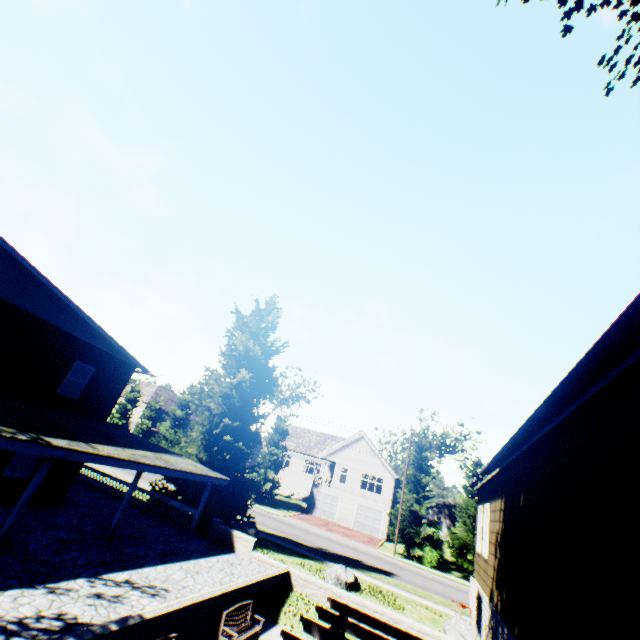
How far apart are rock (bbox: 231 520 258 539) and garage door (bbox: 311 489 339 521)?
23.09m

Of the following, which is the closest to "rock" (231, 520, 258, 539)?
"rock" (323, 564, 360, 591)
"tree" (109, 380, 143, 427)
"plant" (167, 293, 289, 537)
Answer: "plant" (167, 293, 289, 537)

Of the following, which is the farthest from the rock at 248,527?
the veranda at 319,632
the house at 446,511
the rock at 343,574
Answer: the house at 446,511

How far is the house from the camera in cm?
5834

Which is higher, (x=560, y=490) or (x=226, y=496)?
(x=560, y=490)

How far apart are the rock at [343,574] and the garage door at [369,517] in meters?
23.3 m

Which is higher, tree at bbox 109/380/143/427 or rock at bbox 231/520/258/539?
tree at bbox 109/380/143/427

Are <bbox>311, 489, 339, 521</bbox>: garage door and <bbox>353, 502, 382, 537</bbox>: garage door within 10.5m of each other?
yes
